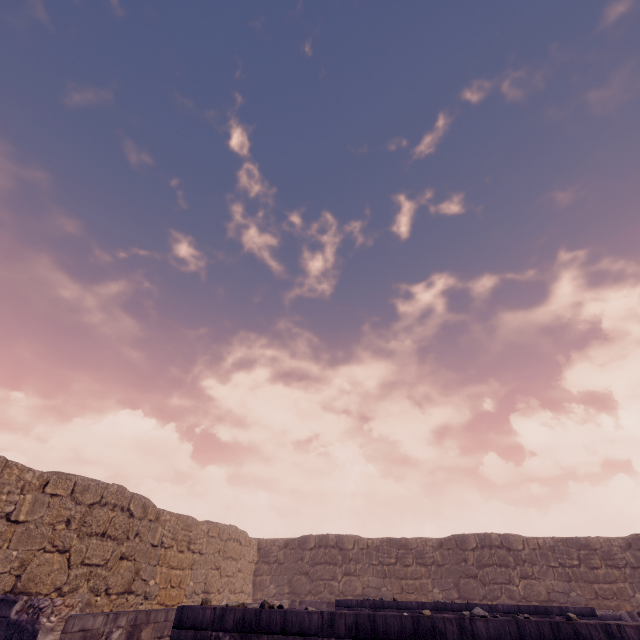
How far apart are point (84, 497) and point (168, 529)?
4.0m
